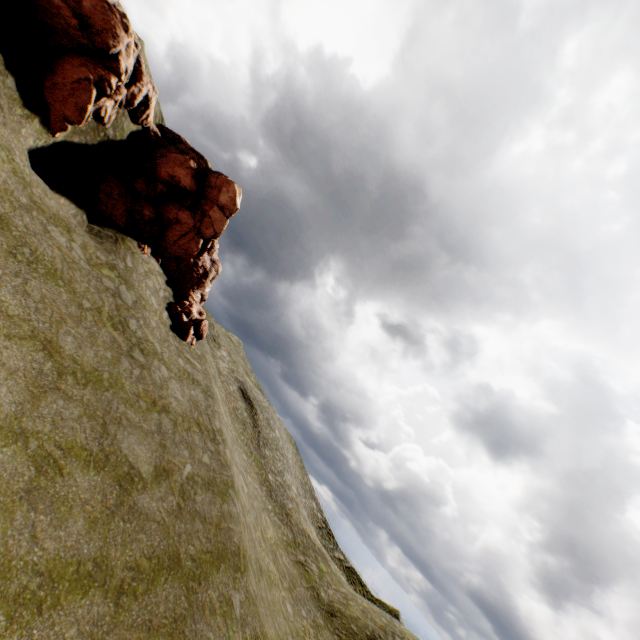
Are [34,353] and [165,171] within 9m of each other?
no
